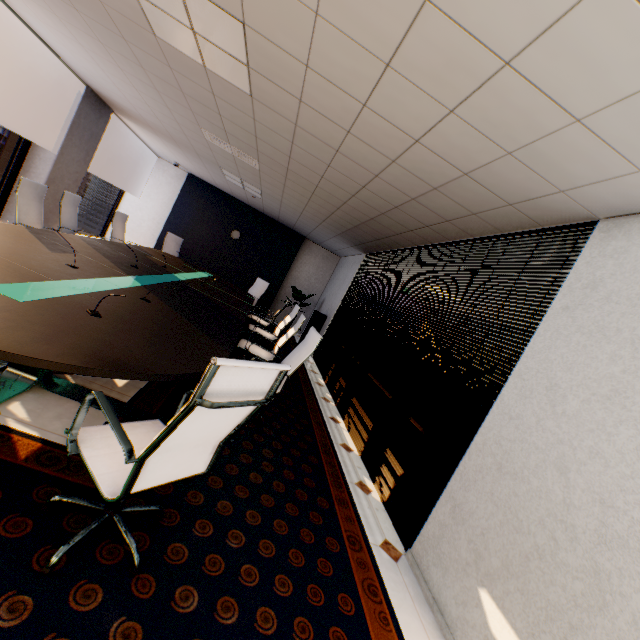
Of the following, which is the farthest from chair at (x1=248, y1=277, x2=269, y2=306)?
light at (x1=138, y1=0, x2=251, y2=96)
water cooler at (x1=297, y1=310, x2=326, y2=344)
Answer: light at (x1=138, y1=0, x2=251, y2=96)

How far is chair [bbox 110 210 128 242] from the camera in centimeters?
618cm

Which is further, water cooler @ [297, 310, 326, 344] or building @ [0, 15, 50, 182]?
building @ [0, 15, 50, 182]

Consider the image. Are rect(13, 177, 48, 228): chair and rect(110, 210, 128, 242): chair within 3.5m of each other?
yes

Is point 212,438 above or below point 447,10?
below

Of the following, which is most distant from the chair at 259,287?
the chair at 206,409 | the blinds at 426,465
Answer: the chair at 206,409

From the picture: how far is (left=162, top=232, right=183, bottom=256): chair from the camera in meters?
8.1

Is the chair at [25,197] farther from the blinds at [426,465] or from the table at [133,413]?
the blinds at [426,465]
